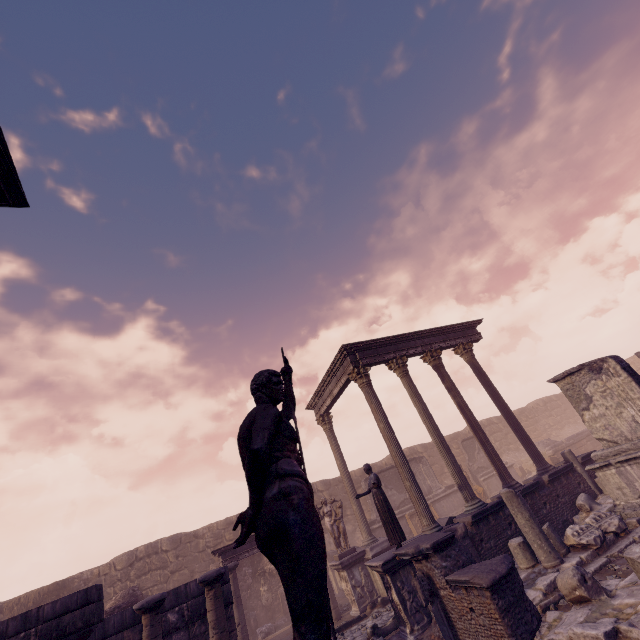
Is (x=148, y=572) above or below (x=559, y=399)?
below

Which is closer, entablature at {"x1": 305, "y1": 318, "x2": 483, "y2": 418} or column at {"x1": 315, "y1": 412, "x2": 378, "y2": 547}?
entablature at {"x1": 305, "y1": 318, "x2": 483, "y2": 418}

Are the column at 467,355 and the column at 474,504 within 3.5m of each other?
yes

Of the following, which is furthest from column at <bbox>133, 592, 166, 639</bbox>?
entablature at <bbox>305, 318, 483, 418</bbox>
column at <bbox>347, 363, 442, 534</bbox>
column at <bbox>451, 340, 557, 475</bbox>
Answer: column at <bbox>451, 340, 557, 475</bbox>

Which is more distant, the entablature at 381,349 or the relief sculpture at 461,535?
the entablature at 381,349

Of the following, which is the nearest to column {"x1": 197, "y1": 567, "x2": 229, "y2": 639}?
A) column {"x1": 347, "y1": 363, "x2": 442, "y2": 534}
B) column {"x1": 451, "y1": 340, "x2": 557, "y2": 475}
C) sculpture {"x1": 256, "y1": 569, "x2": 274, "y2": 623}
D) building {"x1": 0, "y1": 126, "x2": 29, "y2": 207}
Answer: building {"x1": 0, "y1": 126, "x2": 29, "y2": 207}

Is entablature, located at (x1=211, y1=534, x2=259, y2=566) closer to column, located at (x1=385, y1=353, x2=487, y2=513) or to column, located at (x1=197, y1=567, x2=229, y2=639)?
column, located at (x1=385, y1=353, x2=487, y2=513)

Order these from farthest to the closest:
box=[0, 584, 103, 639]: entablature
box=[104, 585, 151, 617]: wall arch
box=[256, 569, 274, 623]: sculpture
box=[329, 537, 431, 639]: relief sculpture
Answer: box=[256, 569, 274, 623]: sculpture, box=[104, 585, 151, 617]: wall arch, box=[329, 537, 431, 639]: relief sculpture, box=[0, 584, 103, 639]: entablature
